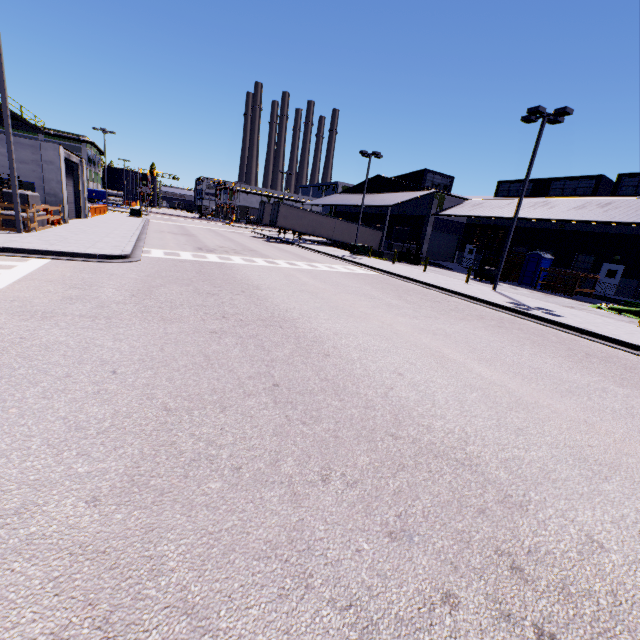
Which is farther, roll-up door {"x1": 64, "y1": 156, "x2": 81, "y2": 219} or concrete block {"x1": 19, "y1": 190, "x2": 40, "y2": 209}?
roll-up door {"x1": 64, "y1": 156, "x2": 81, "y2": 219}

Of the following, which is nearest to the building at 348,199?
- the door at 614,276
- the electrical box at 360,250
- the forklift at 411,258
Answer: the door at 614,276

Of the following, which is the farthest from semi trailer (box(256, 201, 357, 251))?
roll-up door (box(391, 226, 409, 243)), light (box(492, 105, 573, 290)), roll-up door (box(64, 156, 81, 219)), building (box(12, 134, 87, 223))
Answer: light (box(492, 105, 573, 290))

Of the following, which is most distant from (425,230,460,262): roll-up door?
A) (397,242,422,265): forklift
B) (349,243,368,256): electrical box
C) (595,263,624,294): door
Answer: (595,263,624,294): door

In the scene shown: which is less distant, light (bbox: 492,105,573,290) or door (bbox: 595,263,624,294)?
light (bbox: 492,105,573,290)

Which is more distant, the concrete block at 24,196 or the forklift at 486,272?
the forklift at 486,272

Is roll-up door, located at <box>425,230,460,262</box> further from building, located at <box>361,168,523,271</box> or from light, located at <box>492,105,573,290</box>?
light, located at <box>492,105,573,290</box>

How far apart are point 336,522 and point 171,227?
40.37m
